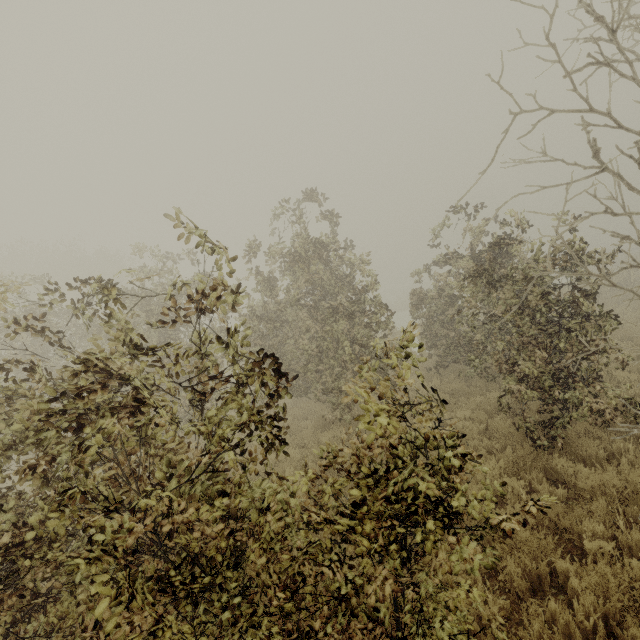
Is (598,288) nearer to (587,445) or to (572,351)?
(572,351)
